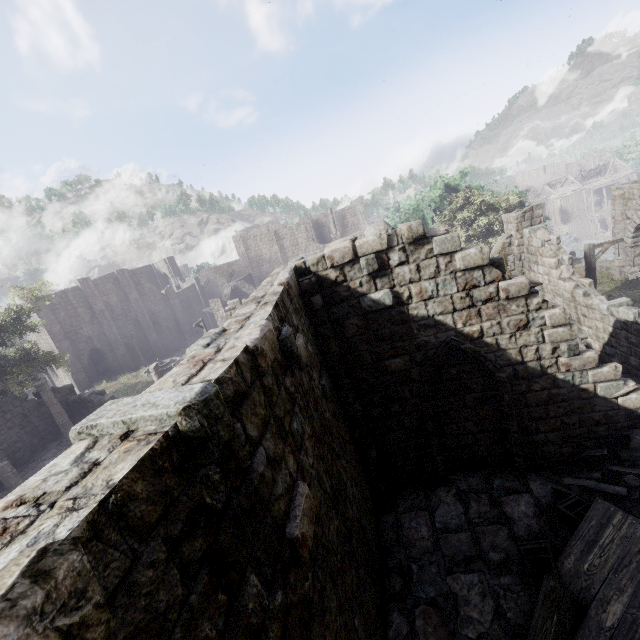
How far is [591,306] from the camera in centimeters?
1185cm

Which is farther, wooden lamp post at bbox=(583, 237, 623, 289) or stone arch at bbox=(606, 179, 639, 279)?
stone arch at bbox=(606, 179, 639, 279)

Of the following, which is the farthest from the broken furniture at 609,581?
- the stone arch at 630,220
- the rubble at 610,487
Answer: the stone arch at 630,220

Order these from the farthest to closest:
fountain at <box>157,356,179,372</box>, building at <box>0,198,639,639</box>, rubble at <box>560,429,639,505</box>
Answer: fountain at <box>157,356,179,372</box> → rubble at <box>560,429,639,505</box> → building at <box>0,198,639,639</box>

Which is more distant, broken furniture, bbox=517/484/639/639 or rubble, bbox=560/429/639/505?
rubble, bbox=560/429/639/505

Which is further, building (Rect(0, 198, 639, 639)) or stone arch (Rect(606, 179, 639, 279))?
stone arch (Rect(606, 179, 639, 279))

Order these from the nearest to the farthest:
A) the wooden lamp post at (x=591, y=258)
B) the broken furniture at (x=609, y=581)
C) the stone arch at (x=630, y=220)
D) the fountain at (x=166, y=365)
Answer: the broken furniture at (x=609, y=581), the wooden lamp post at (x=591, y=258), the stone arch at (x=630, y=220), the fountain at (x=166, y=365)

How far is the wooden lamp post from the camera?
14.39m
